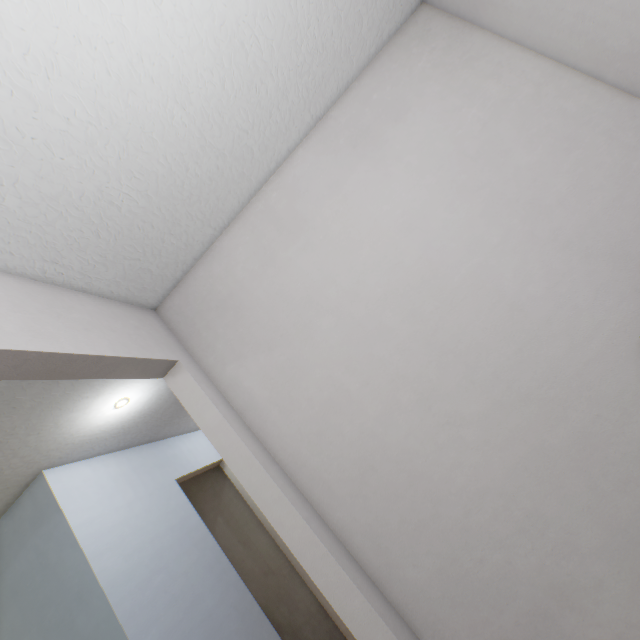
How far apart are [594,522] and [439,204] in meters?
1.3
